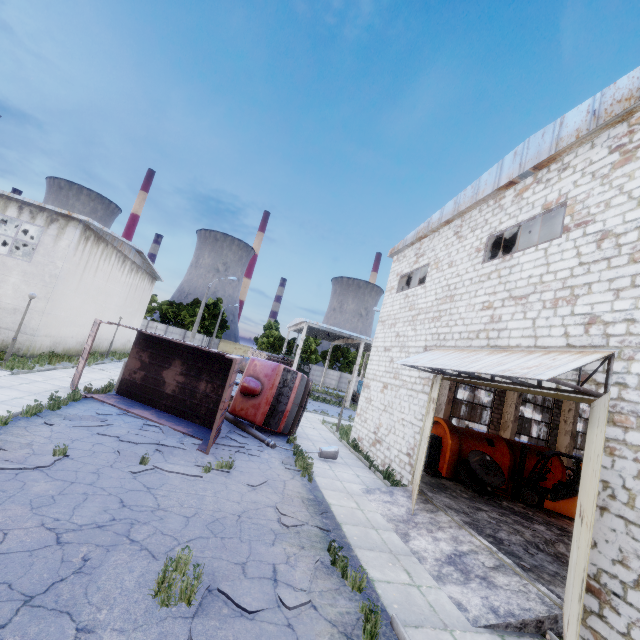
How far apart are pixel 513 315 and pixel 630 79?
5.9m

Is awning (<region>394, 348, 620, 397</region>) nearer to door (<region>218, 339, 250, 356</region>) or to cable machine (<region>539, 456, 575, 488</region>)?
cable machine (<region>539, 456, 575, 488</region>)

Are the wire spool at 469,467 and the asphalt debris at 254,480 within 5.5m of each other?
no

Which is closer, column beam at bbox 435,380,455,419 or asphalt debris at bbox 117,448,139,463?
asphalt debris at bbox 117,448,139,463

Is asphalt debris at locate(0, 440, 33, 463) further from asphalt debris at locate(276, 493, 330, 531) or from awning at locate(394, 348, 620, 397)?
awning at locate(394, 348, 620, 397)

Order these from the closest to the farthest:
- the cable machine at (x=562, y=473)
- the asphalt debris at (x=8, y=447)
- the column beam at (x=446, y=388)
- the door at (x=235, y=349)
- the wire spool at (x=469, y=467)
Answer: the asphalt debris at (x=8, y=447), the wire spool at (x=469, y=467), the cable machine at (x=562, y=473), the column beam at (x=446, y=388), the door at (x=235, y=349)

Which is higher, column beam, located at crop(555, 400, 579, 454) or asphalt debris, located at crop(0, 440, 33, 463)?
column beam, located at crop(555, 400, 579, 454)

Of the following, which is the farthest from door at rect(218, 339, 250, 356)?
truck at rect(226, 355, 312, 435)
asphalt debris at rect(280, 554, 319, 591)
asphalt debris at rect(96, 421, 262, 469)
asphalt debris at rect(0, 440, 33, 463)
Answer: asphalt debris at rect(280, 554, 319, 591)
